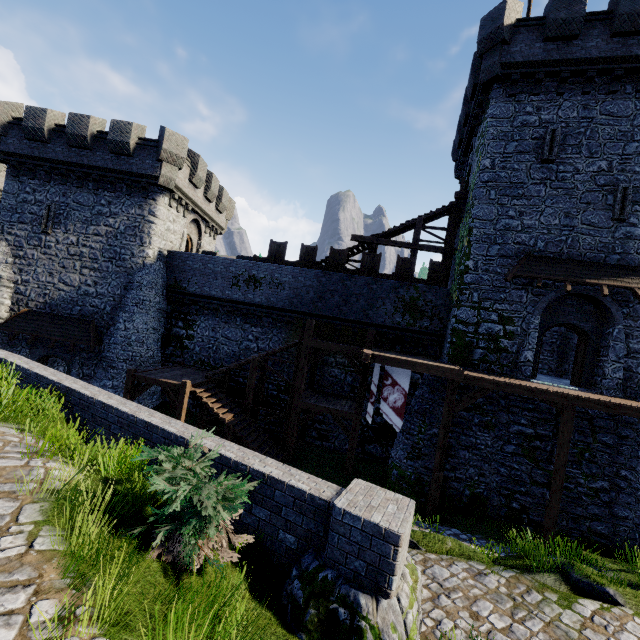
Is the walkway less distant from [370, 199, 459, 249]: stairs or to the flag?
the flag

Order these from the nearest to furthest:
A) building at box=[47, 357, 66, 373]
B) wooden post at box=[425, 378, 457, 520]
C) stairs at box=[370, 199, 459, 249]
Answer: wooden post at box=[425, 378, 457, 520] → stairs at box=[370, 199, 459, 249] → building at box=[47, 357, 66, 373]

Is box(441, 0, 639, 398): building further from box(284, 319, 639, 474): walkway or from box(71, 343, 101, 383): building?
box(71, 343, 101, 383): building

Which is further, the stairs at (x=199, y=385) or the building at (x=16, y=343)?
the building at (x=16, y=343)

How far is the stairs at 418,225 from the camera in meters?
19.1

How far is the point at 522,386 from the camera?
12.0m

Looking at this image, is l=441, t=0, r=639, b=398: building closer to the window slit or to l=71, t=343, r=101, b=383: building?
the window slit

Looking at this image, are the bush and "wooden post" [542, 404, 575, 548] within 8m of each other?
no
